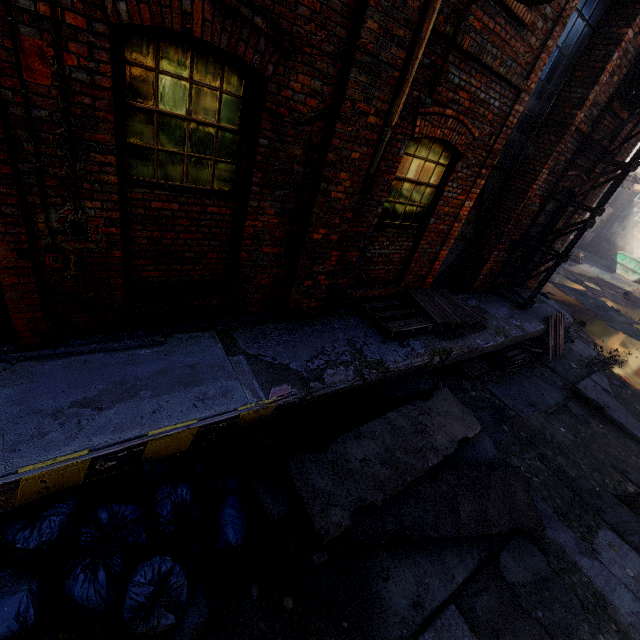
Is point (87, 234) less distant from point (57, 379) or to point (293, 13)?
point (57, 379)

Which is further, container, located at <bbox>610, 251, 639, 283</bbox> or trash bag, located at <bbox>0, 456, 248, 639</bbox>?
container, located at <bbox>610, 251, 639, 283</bbox>

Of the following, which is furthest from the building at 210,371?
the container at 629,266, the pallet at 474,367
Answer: the container at 629,266

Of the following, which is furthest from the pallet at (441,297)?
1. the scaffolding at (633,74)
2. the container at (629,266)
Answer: the container at (629,266)

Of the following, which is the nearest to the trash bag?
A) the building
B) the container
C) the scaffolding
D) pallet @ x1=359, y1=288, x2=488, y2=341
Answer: the building

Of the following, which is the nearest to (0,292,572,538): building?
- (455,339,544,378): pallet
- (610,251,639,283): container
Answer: (455,339,544,378): pallet

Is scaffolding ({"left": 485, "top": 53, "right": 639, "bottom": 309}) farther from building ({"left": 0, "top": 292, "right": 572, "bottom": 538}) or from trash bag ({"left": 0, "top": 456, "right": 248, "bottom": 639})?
trash bag ({"left": 0, "top": 456, "right": 248, "bottom": 639})

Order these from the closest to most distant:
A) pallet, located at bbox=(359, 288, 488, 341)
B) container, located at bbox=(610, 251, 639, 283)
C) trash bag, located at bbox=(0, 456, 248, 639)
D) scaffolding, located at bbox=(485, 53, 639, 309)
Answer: trash bag, located at bbox=(0, 456, 248, 639) < pallet, located at bbox=(359, 288, 488, 341) < scaffolding, located at bbox=(485, 53, 639, 309) < container, located at bbox=(610, 251, 639, 283)
